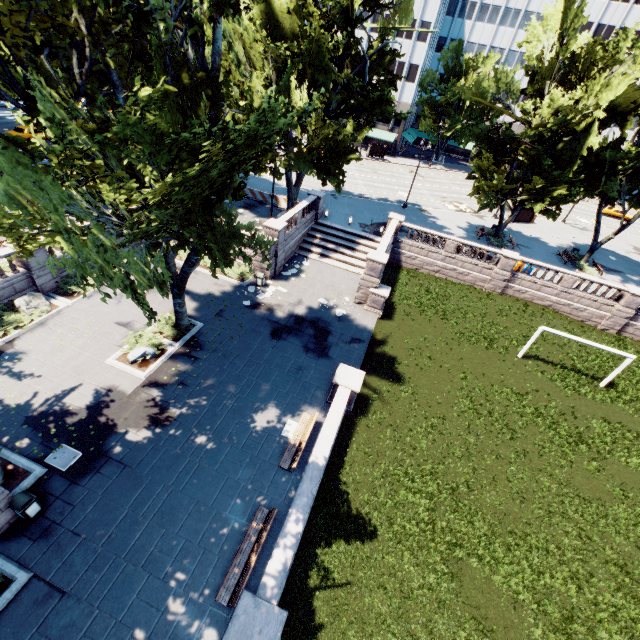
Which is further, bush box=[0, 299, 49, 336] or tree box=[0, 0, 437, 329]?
bush box=[0, 299, 49, 336]

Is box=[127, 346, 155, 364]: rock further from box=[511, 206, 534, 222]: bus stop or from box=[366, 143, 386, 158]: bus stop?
box=[366, 143, 386, 158]: bus stop

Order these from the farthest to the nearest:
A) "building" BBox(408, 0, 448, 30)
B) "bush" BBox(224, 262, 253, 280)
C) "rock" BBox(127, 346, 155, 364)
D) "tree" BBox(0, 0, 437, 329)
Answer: "building" BBox(408, 0, 448, 30), "bush" BBox(224, 262, 253, 280), "rock" BBox(127, 346, 155, 364), "tree" BBox(0, 0, 437, 329)

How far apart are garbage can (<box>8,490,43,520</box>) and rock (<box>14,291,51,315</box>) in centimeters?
1086cm

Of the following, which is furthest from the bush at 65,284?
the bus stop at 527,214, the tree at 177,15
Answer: the bus stop at 527,214

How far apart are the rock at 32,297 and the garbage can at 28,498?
10.9m

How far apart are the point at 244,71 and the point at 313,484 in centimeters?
2769cm

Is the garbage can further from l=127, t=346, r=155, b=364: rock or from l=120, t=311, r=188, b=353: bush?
l=120, t=311, r=188, b=353: bush
